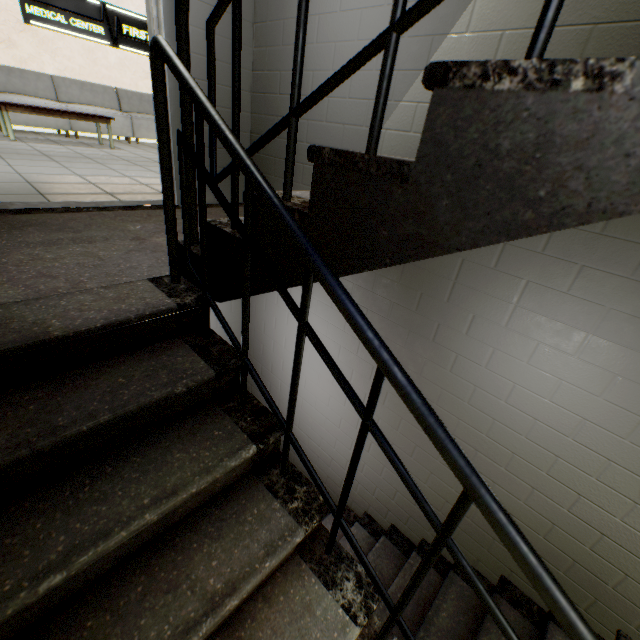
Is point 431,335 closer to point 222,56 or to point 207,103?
point 207,103

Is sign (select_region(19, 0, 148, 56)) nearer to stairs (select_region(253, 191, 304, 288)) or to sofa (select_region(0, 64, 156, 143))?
sofa (select_region(0, 64, 156, 143))

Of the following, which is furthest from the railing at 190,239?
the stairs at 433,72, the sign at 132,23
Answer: the sign at 132,23

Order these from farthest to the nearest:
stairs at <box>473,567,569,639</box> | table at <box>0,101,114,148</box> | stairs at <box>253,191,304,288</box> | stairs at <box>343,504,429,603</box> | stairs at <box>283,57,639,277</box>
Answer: table at <box>0,101,114,148</box>, stairs at <box>343,504,429,603</box>, stairs at <box>473,567,569,639</box>, stairs at <box>253,191,304,288</box>, stairs at <box>283,57,639,277</box>

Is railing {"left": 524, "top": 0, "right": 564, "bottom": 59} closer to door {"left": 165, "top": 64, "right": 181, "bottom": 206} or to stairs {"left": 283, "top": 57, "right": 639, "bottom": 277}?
stairs {"left": 283, "top": 57, "right": 639, "bottom": 277}

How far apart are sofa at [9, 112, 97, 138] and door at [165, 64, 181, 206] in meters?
5.8 m

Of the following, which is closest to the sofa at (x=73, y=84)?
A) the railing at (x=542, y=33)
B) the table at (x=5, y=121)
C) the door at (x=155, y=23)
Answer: the table at (x=5, y=121)

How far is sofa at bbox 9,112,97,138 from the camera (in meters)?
6.14
